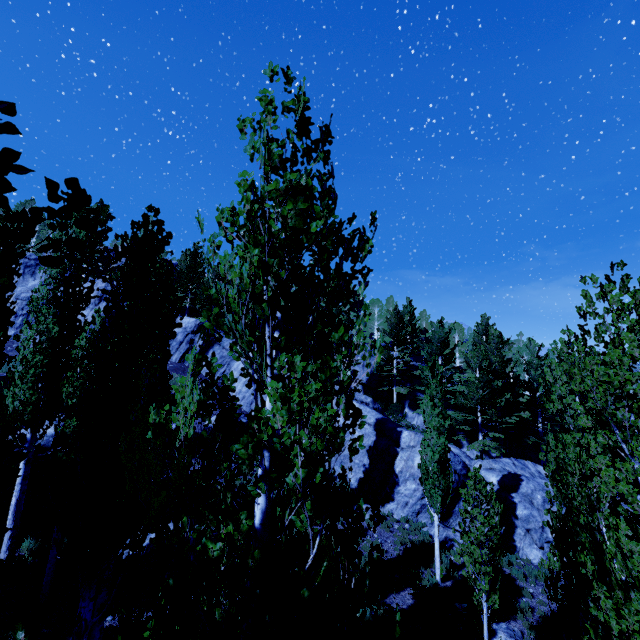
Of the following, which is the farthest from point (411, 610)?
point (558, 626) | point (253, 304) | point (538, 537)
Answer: point (253, 304)

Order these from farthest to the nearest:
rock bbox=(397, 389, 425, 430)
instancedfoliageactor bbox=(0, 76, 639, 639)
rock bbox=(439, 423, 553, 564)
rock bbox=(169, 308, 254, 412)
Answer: rock bbox=(397, 389, 425, 430) < rock bbox=(169, 308, 254, 412) < rock bbox=(439, 423, 553, 564) < instancedfoliageactor bbox=(0, 76, 639, 639)

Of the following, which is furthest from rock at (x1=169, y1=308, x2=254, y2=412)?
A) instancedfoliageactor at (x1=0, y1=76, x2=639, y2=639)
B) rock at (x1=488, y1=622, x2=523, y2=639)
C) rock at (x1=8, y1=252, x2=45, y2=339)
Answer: rock at (x1=488, y1=622, x2=523, y2=639)

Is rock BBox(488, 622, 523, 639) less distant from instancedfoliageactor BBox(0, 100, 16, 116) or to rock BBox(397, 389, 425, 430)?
instancedfoliageactor BBox(0, 100, 16, 116)

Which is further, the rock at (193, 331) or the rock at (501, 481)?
the rock at (193, 331)

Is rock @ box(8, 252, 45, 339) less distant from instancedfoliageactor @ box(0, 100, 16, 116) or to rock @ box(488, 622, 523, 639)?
instancedfoliageactor @ box(0, 100, 16, 116)

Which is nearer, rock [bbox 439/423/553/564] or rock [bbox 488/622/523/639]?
rock [bbox 488/622/523/639]

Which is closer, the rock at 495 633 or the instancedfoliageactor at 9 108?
the instancedfoliageactor at 9 108
